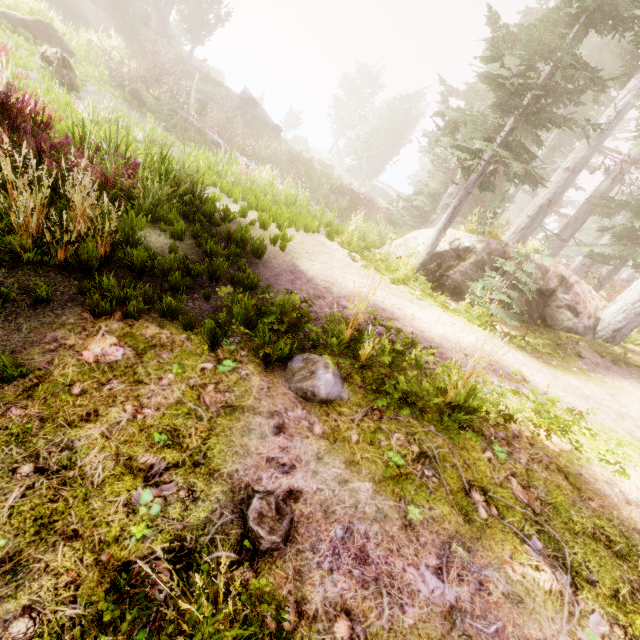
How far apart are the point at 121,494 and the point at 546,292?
11.3m

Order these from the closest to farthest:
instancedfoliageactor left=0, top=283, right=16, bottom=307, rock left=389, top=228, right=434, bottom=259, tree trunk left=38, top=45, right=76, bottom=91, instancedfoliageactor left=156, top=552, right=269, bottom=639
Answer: instancedfoliageactor left=156, top=552, right=269, bottom=639 < instancedfoliageactor left=0, top=283, right=16, bottom=307 < rock left=389, top=228, right=434, bottom=259 < tree trunk left=38, top=45, right=76, bottom=91

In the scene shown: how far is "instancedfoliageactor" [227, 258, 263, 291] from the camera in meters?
4.8 m

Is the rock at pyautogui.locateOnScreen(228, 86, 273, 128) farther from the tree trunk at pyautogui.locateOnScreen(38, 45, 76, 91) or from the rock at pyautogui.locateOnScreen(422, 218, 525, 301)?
the rock at pyautogui.locateOnScreen(422, 218, 525, 301)

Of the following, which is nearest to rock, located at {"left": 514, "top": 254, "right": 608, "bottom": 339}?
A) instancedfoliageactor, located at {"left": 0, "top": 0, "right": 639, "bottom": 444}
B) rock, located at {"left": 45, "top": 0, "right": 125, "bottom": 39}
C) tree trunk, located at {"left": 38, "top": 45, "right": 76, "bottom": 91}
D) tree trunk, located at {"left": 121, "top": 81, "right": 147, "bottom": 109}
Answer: instancedfoliageactor, located at {"left": 0, "top": 0, "right": 639, "bottom": 444}

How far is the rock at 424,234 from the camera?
9.99m

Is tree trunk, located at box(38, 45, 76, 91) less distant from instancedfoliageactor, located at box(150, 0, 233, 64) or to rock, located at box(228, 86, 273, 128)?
instancedfoliageactor, located at box(150, 0, 233, 64)
